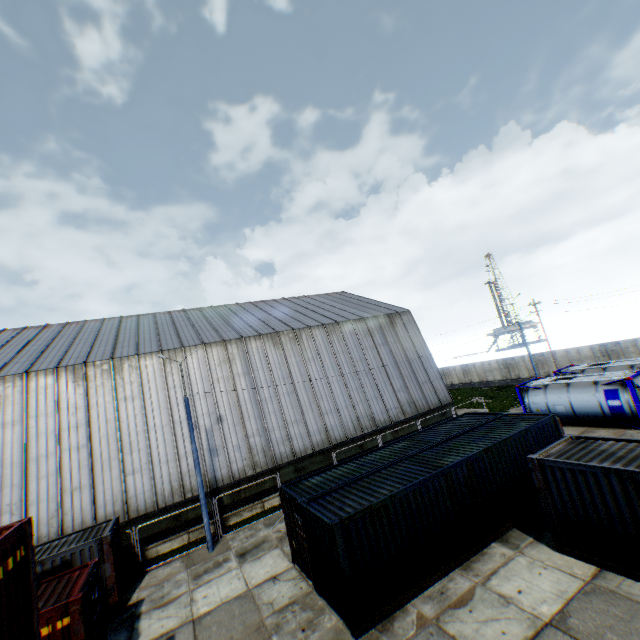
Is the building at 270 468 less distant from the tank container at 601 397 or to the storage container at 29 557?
the tank container at 601 397

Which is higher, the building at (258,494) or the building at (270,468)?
the building at (270,468)

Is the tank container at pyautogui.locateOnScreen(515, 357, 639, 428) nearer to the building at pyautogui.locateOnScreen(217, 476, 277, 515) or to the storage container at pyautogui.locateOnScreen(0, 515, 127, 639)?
the building at pyautogui.locateOnScreen(217, 476, 277, 515)

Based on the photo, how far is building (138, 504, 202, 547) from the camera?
17.8m

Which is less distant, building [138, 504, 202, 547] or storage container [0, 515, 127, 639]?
storage container [0, 515, 127, 639]

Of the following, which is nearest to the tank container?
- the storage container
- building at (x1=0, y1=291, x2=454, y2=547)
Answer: building at (x1=0, y1=291, x2=454, y2=547)

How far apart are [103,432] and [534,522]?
22.2m
